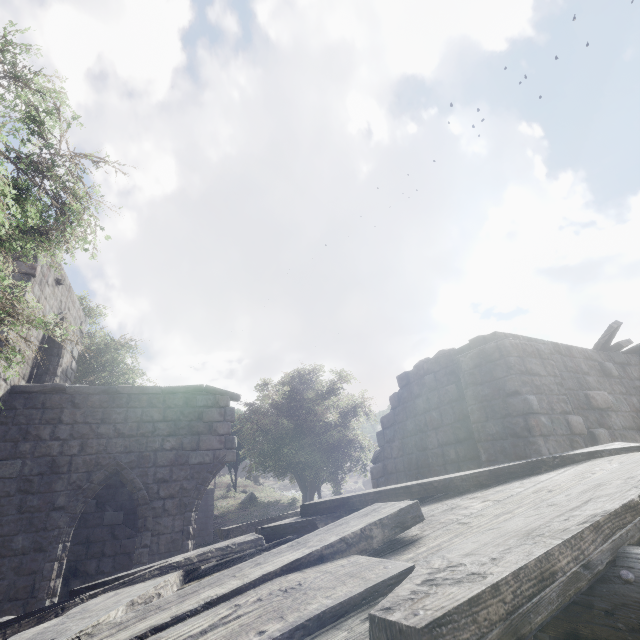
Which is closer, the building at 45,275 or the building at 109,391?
the building at 109,391

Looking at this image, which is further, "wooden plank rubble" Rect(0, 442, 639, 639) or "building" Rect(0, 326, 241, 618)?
"building" Rect(0, 326, 241, 618)

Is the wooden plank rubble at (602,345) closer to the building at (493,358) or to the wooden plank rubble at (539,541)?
the building at (493,358)

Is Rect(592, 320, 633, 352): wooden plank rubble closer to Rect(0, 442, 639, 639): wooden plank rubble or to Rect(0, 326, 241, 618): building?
Rect(0, 326, 241, 618): building

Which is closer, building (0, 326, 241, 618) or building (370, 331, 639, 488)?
building (370, 331, 639, 488)

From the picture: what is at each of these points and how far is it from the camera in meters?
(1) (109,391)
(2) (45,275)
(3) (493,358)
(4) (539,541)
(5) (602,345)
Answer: (1) building, 9.5 m
(2) building, 10.0 m
(3) building, 6.4 m
(4) wooden plank rubble, 1.1 m
(5) wooden plank rubble, 9.0 m

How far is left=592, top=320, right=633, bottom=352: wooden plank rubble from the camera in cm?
837
